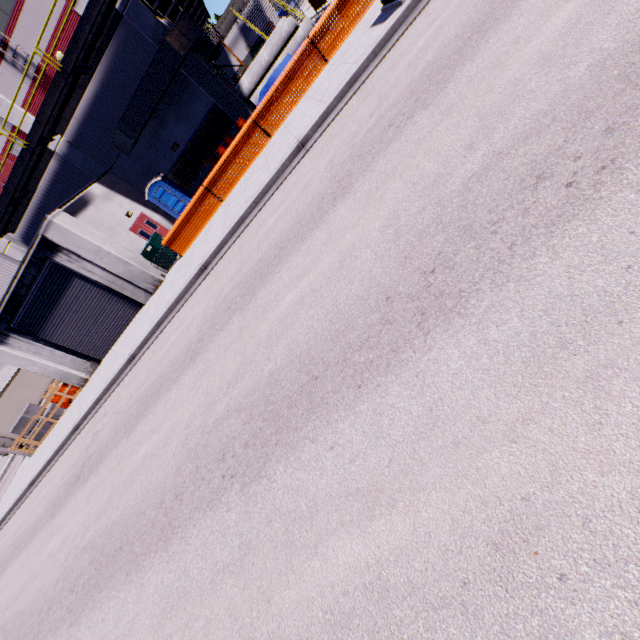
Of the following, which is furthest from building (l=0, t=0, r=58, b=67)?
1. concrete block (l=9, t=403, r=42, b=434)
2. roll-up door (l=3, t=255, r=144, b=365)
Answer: concrete block (l=9, t=403, r=42, b=434)

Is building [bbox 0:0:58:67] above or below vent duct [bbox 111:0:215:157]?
above

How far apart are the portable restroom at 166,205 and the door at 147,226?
0.7m

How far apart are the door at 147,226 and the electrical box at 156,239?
0.7m

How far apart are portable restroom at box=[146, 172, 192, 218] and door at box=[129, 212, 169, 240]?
0.7m

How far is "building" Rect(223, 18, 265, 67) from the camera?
34.2m

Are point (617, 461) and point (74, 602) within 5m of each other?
no
